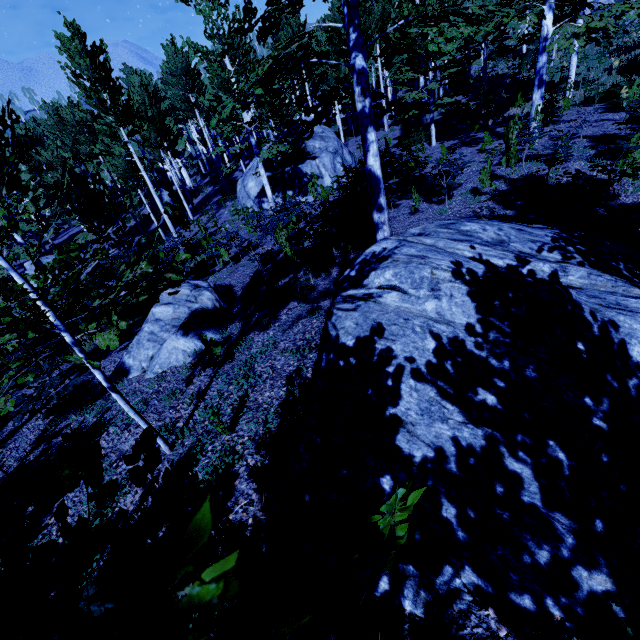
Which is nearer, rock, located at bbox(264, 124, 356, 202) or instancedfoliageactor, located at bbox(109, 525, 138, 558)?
instancedfoliageactor, located at bbox(109, 525, 138, 558)

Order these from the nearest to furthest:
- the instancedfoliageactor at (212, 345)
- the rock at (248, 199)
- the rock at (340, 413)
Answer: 1. the rock at (340, 413)
2. the instancedfoliageactor at (212, 345)
3. the rock at (248, 199)

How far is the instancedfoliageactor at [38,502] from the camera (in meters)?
0.81

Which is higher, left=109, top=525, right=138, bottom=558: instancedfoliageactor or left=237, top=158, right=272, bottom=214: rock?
left=109, top=525, right=138, bottom=558: instancedfoliageactor

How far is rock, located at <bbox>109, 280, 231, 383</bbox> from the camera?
Result: 6.4 meters

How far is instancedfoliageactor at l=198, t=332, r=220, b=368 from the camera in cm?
518

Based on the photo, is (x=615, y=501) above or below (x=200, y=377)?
above
